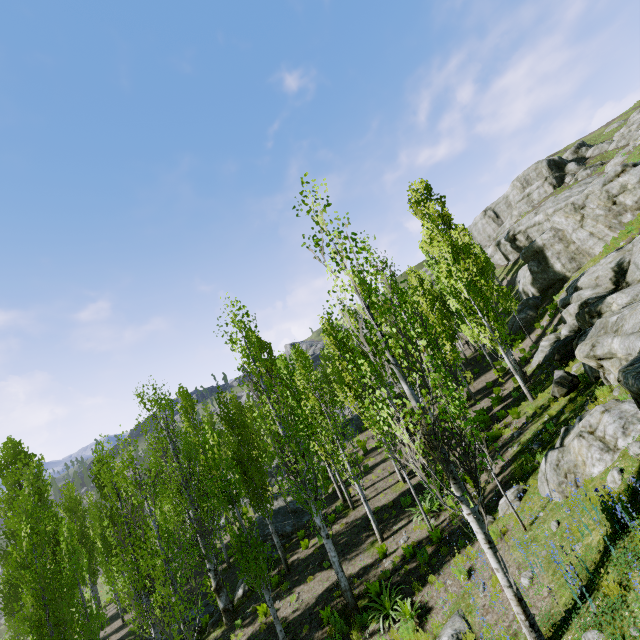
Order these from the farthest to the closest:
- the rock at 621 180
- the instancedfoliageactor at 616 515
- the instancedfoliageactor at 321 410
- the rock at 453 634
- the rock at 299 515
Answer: the rock at 621 180, the rock at 299 515, the rock at 453 634, the instancedfoliageactor at 321 410, the instancedfoliageactor at 616 515

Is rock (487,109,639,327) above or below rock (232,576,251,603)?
above

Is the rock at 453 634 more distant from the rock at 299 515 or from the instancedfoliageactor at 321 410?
the rock at 299 515

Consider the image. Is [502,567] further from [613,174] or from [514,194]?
[514,194]

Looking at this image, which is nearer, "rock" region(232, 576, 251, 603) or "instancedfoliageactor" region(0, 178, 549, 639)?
"instancedfoliageactor" region(0, 178, 549, 639)

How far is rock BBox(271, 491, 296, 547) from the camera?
19.05m

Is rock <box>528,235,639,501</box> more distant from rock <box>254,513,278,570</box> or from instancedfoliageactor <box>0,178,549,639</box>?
rock <box>254,513,278,570</box>
